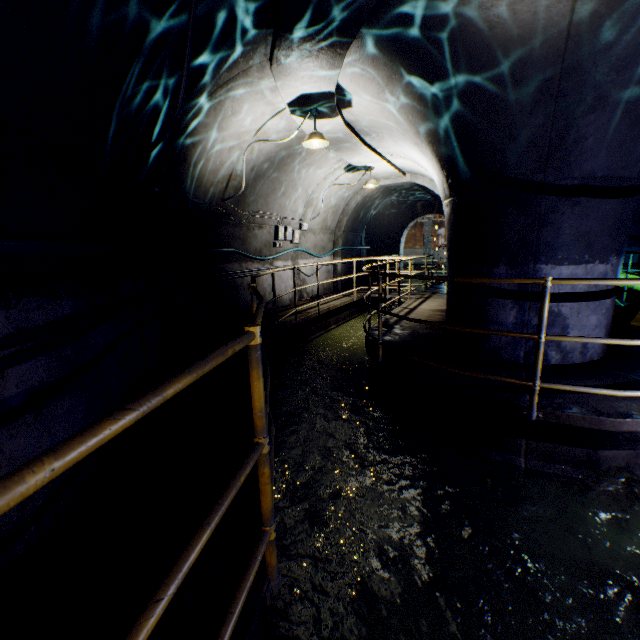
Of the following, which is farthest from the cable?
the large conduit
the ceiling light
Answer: the ceiling light

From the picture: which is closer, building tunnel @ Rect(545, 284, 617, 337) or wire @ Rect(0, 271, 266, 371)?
wire @ Rect(0, 271, 266, 371)

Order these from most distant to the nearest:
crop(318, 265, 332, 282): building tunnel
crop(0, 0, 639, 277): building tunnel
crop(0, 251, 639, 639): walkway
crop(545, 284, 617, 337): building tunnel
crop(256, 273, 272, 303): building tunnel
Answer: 1. crop(318, 265, 332, 282): building tunnel
2. crop(256, 273, 272, 303): building tunnel
3. crop(545, 284, 617, 337): building tunnel
4. crop(0, 0, 639, 277): building tunnel
5. crop(0, 251, 639, 639): walkway

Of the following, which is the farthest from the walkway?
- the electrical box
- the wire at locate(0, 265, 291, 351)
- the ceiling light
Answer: the ceiling light

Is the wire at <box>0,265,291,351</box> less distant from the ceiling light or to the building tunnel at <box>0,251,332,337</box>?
the building tunnel at <box>0,251,332,337</box>

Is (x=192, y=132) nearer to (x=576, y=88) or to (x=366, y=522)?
(x=576, y=88)

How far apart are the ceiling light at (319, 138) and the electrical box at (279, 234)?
3.5m

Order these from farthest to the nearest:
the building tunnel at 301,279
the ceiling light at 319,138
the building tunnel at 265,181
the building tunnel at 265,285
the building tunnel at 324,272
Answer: the building tunnel at 324,272 < the building tunnel at 301,279 < the building tunnel at 265,285 < the ceiling light at 319,138 < the building tunnel at 265,181
